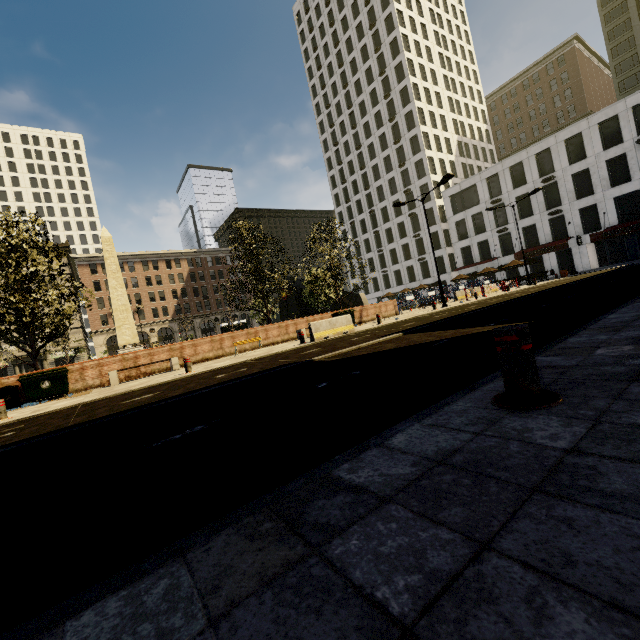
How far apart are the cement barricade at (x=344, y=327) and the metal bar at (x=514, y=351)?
11.6 meters

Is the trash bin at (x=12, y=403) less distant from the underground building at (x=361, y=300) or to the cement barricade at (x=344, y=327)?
the cement barricade at (x=344, y=327)

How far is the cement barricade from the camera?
14.26m

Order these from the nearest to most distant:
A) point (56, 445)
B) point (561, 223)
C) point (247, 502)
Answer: point (247, 502)
point (56, 445)
point (561, 223)

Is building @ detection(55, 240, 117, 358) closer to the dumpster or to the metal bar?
the metal bar

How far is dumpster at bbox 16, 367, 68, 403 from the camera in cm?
1180

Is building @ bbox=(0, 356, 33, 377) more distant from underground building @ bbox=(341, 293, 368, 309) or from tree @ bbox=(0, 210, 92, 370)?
underground building @ bbox=(341, 293, 368, 309)

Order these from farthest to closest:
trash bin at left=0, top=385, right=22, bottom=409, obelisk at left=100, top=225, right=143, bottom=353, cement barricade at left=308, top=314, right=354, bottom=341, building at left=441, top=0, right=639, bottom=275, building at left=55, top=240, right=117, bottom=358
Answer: building at left=55, top=240, right=117, bottom=358
building at left=441, top=0, right=639, bottom=275
obelisk at left=100, top=225, right=143, bottom=353
cement barricade at left=308, top=314, right=354, bottom=341
trash bin at left=0, top=385, right=22, bottom=409
